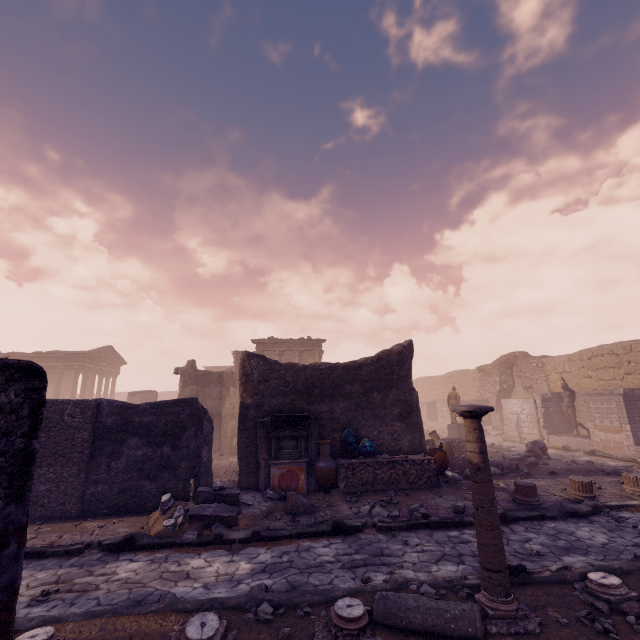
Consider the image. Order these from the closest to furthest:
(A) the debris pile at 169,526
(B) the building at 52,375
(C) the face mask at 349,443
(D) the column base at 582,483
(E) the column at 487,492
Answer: (E) the column at 487,492
(A) the debris pile at 169,526
(D) the column base at 582,483
(C) the face mask at 349,443
(B) the building at 52,375

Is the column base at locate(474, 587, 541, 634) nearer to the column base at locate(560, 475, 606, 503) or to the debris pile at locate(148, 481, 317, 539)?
the debris pile at locate(148, 481, 317, 539)

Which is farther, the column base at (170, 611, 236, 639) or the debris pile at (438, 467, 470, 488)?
the debris pile at (438, 467, 470, 488)

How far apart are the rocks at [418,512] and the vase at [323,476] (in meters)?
2.13

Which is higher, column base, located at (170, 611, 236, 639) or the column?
the column

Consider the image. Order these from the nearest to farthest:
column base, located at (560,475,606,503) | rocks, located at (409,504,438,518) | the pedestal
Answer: rocks, located at (409,504,438,518) < column base, located at (560,475,606,503) < the pedestal

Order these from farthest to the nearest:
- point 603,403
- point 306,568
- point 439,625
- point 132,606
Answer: point 603,403
point 306,568
point 132,606
point 439,625

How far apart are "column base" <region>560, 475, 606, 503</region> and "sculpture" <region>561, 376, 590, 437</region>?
9.89m
